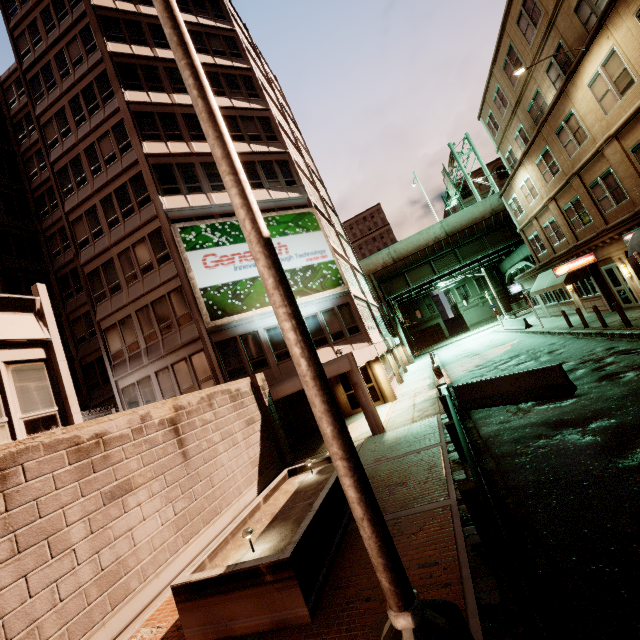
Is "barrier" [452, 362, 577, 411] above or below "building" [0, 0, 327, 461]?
below

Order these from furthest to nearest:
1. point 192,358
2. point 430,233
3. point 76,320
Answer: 1. point 430,233
2. point 76,320
3. point 192,358

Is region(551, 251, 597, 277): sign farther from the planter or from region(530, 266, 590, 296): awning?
the planter

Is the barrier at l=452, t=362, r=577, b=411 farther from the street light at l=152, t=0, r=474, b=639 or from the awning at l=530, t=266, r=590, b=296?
the awning at l=530, t=266, r=590, b=296

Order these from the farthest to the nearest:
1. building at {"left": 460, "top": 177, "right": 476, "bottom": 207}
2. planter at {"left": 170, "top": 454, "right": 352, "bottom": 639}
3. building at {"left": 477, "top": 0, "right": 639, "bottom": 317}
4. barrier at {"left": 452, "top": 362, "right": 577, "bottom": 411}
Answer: building at {"left": 460, "top": 177, "right": 476, "bottom": 207}
building at {"left": 477, "top": 0, "right": 639, "bottom": 317}
barrier at {"left": 452, "top": 362, "right": 577, "bottom": 411}
planter at {"left": 170, "top": 454, "right": 352, "bottom": 639}

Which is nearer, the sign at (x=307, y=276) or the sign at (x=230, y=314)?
the sign at (x=230, y=314)

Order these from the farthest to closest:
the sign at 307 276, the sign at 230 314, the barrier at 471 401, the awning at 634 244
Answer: the sign at 307 276, the sign at 230 314, the awning at 634 244, the barrier at 471 401

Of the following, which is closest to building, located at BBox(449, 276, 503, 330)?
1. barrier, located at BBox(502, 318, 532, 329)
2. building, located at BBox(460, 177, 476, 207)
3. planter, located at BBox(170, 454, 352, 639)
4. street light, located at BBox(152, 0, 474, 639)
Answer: building, located at BBox(460, 177, 476, 207)
